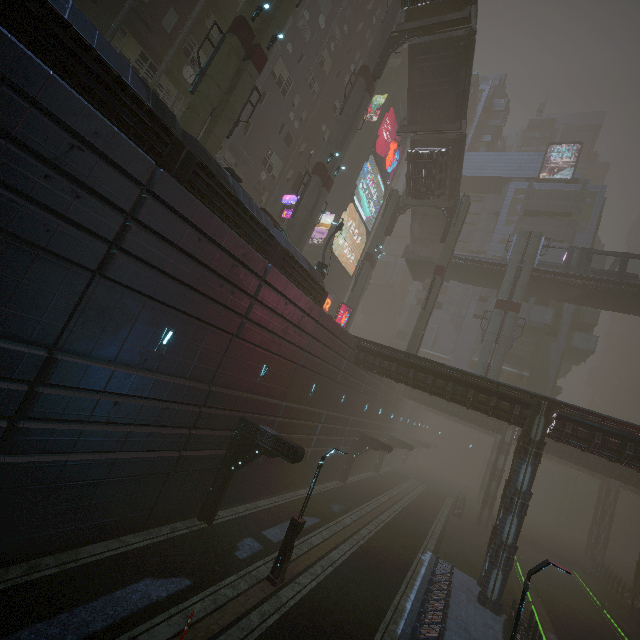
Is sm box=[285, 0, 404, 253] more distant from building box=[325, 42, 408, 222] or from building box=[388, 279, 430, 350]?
building box=[388, 279, 430, 350]

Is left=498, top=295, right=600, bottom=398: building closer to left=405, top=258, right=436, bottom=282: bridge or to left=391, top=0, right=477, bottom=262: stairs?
left=405, top=258, right=436, bottom=282: bridge

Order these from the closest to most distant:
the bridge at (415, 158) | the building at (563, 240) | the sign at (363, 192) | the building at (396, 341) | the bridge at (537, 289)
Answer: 1. the bridge at (415, 158)
2. the bridge at (537, 289)
3. the sign at (363, 192)
4. the building at (563, 240)
5. the building at (396, 341)

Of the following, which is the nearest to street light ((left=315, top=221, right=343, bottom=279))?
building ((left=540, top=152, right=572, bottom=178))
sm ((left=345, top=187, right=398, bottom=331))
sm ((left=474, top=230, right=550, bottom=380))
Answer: sm ((left=345, top=187, right=398, bottom=331))

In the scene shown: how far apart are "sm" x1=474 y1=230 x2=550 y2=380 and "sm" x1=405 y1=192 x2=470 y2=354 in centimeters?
538cm

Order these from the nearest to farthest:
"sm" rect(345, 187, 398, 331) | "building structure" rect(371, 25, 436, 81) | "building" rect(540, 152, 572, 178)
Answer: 1. "building structure" rect(371, 25, 436, 81)
2. "sm" rect(345, 187, 398, 331)
3. "building" rect(540, 152, 572, 178)

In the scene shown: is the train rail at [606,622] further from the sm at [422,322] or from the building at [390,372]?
the sm at [422,322]

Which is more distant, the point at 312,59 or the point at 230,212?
the point at 312,59
